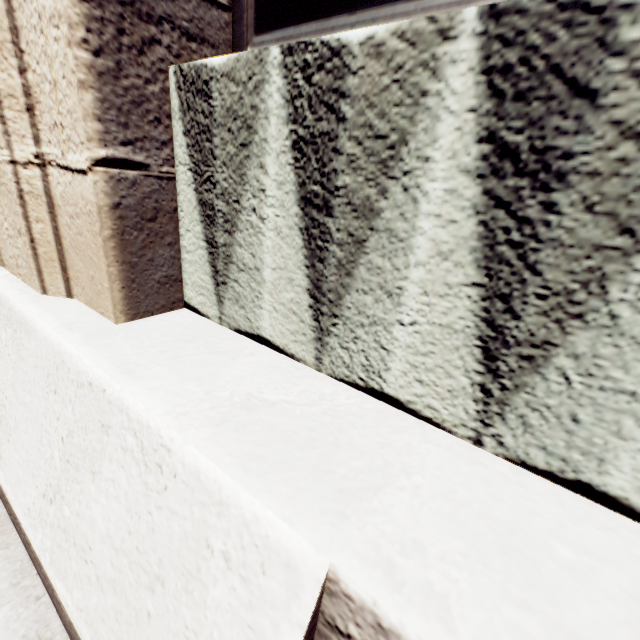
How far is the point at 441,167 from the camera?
0.80m
